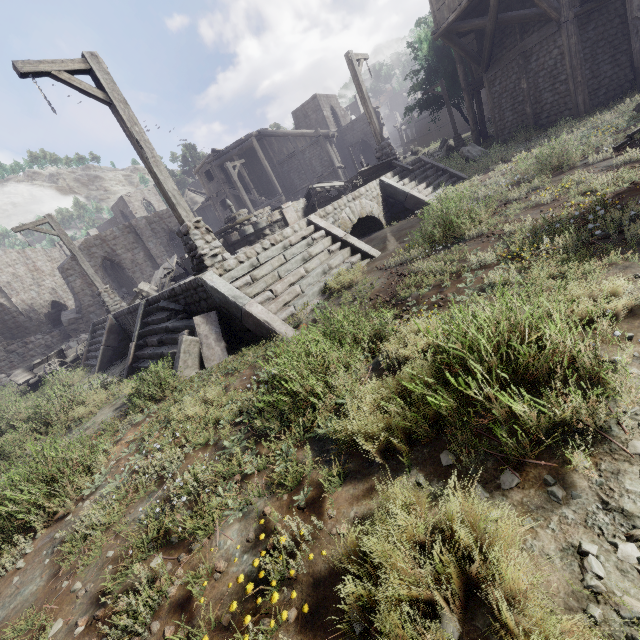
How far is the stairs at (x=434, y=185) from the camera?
11.2 meters

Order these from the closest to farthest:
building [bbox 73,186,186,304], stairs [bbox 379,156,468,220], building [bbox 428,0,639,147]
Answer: Answer:
stairs [bbox 379,156,468,220]
building [bbox 428,0,639,147]
building [bbox 73,186,186,304]

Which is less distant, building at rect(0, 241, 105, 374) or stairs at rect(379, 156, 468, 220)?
stairs at rect(379, 156, 468, 220)

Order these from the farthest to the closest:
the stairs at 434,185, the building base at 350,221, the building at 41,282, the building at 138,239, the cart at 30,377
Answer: the building at 138,239
the building at 41,282
the cart at 30,377
the stairs at 434,185
the building base at 350,221

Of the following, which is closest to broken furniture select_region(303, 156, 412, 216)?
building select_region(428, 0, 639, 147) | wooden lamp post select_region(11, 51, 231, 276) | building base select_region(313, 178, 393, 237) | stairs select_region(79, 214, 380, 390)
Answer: building base select_region(313, 178, 393, 237)

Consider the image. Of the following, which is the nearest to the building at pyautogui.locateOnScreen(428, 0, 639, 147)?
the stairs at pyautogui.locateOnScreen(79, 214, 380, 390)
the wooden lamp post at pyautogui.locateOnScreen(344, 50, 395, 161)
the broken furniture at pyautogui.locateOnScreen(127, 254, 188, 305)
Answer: the stairs at pyautogui.locateOnScreen(79, 214, 380, 390)

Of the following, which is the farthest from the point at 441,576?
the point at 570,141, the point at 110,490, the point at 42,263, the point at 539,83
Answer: the point at 42,263

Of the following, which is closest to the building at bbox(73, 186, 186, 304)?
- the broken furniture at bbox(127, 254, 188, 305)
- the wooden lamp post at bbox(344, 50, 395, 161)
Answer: the broken furniture at bbox(127, 254, 188, 305)
